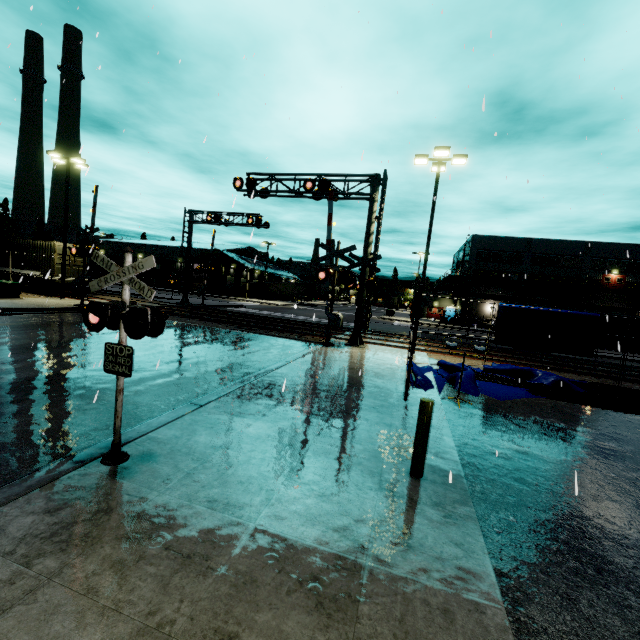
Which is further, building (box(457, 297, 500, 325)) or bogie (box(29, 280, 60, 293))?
building (box(457, 297, 500, 325))

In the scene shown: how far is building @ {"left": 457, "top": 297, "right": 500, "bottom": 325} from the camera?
52.9 meters

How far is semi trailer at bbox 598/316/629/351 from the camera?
24.0m

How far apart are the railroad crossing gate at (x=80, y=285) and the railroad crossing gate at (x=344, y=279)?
13.63m

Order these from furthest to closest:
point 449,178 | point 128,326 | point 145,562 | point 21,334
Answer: point 21,334 → point 449,178 → point 128,326 → point 145,562

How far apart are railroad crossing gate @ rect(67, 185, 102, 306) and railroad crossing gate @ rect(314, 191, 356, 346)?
13.63m

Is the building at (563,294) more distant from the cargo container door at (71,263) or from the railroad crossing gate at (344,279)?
the railroad crossing gate at (344,279)

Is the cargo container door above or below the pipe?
above
